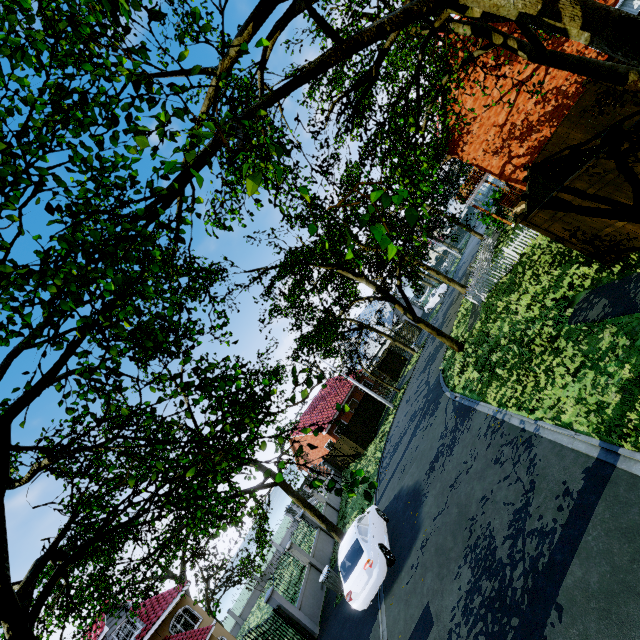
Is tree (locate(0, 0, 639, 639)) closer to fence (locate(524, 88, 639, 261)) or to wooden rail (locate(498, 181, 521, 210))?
fence (locate(524, 88, 639, 261))

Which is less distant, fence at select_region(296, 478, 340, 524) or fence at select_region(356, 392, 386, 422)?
fence at select_region(296, 478, 340, 524)

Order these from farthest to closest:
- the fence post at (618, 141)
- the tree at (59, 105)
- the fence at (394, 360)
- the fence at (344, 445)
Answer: the fence at (394, 360) → the fence at (344, 445) → the fence post at (618, 141) → the tree at (59, 105)

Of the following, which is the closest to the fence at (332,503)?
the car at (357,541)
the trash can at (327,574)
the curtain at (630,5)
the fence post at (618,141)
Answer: the trash can at (327,574)

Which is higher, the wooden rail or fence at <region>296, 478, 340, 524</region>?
the wooden rail

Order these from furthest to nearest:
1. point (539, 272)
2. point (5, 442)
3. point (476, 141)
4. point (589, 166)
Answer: point (476, 141) < point (539, 272) < point (589, 166) < point (5, 442)

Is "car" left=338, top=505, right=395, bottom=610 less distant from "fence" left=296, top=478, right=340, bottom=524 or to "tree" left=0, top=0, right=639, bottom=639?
"tree" left=0, top=0, right=639, bottom=639

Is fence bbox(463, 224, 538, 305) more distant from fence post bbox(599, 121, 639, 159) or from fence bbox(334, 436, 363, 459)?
fence bbox(334, 436, 363, 459)
